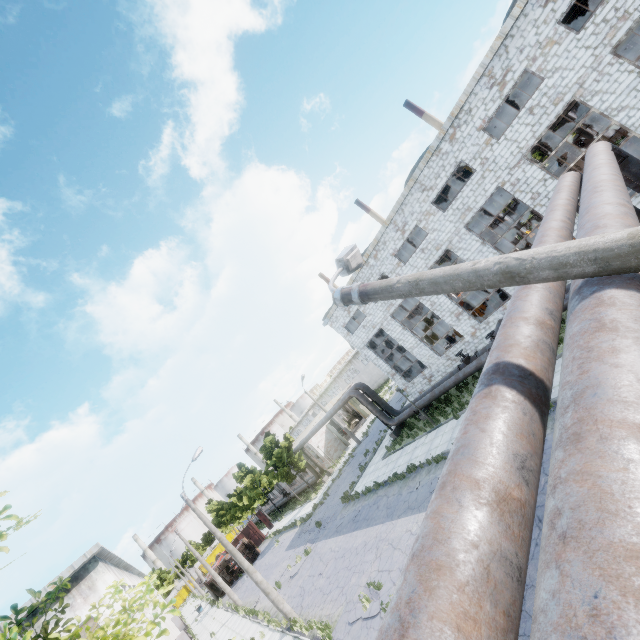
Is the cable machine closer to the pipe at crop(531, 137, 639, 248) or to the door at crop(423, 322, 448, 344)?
the pipe at crop(531, 137, 639, 248)

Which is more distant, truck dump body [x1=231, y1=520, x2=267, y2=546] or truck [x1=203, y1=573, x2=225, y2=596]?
truck dump body [x1=231, y1=520, x2=267, y2=546]

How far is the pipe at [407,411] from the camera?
25.0m

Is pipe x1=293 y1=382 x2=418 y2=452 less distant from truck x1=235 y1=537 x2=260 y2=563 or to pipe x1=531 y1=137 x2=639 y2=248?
pipe x1=531 y1=137 x2=639 y2=248

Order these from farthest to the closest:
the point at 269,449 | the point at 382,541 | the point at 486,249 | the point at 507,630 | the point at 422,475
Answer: the point at 269,449, the point at 486,249, the point at 422,475, the point at 382,541, the point at 507,630

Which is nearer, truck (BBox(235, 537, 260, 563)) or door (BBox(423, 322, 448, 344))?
door (BBox(423, 322, 448, 344))

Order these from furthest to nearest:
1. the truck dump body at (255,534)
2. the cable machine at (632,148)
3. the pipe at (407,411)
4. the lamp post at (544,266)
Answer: the truck dump body at (255,534)
the pipe at (407,411)
the cable machine at (632,148)
the lamp post at (544,266)

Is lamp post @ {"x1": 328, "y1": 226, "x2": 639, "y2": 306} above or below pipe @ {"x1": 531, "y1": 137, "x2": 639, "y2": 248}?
above
